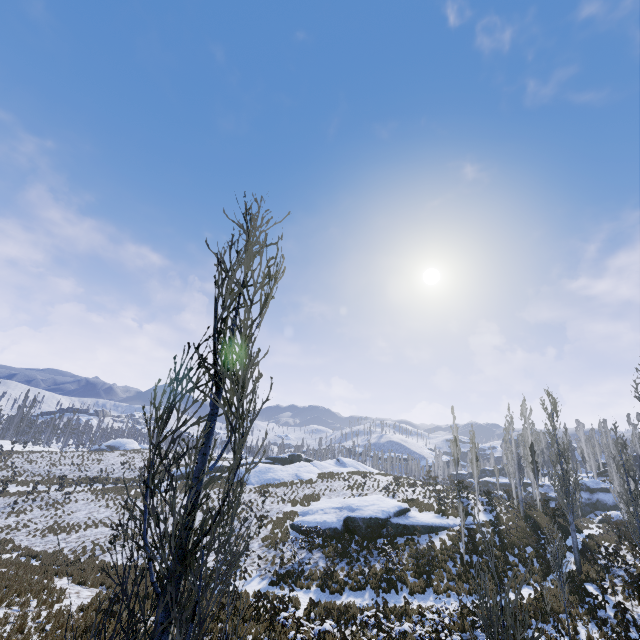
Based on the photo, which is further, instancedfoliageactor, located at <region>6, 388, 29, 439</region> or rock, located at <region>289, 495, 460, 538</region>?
instancedfoliageactor, located at <region>6, 388, 29, 439</region>

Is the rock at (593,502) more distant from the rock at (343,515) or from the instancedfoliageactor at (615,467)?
the rock at (343,515)

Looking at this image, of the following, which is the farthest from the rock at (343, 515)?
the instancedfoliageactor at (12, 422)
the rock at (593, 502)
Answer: the instancedfoliageactor at (12, 422)

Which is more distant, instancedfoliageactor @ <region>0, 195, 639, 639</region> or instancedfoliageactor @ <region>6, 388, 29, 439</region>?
instancedfoliageactor @ <region>6, 388, 29, 439</region>

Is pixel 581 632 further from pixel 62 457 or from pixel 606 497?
pixel 62 457

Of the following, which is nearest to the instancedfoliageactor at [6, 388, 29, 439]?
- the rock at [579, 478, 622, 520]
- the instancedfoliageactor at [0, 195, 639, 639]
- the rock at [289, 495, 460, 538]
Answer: the instancedfoliageactor at [0, 195, 639, 639]

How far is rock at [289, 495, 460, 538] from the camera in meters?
24.4 m

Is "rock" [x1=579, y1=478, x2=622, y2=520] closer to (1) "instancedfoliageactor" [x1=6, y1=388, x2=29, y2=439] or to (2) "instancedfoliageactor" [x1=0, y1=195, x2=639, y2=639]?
(2) "instancedfoliageactor" [x1=0, y1=195, x2=639, y2=639]
